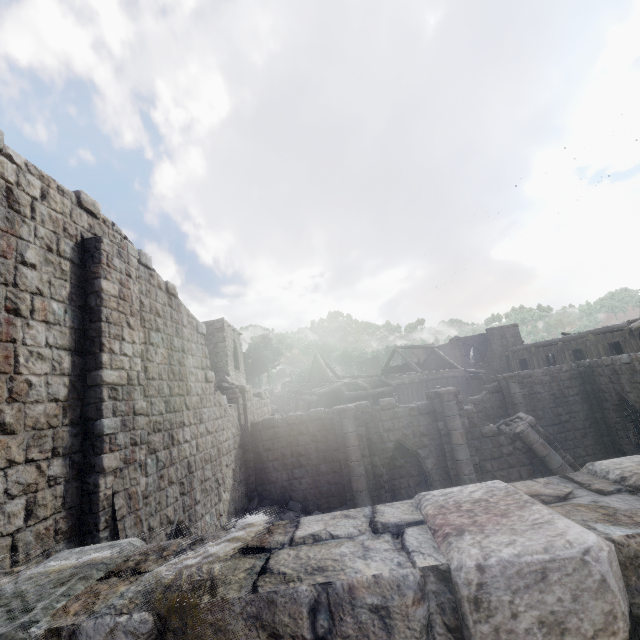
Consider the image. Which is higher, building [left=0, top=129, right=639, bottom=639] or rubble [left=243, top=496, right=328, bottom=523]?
building [left=0, top=129, right=639, bottom=639]

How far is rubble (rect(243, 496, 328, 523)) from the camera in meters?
12.5

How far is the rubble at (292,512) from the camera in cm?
1254

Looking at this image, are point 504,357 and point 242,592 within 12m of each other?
no

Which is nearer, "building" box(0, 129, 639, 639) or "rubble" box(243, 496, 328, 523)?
"building" box(0, 129, 639, 639)

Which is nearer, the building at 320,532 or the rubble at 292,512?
the building at 320,532
